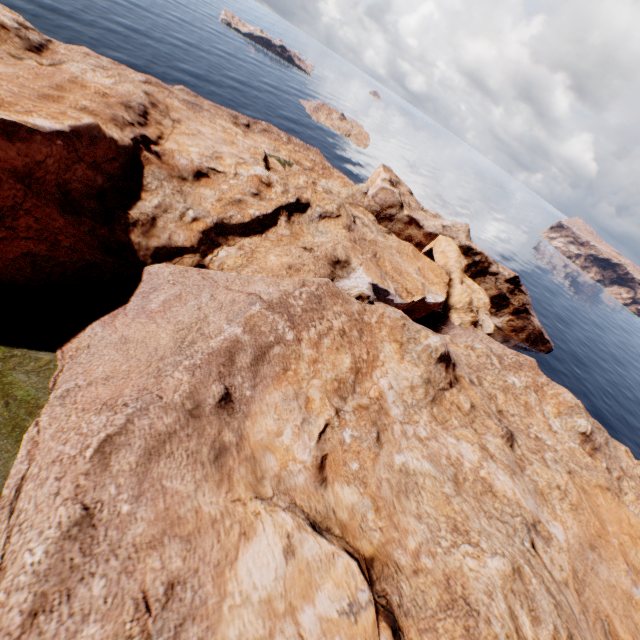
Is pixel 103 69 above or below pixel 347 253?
below
